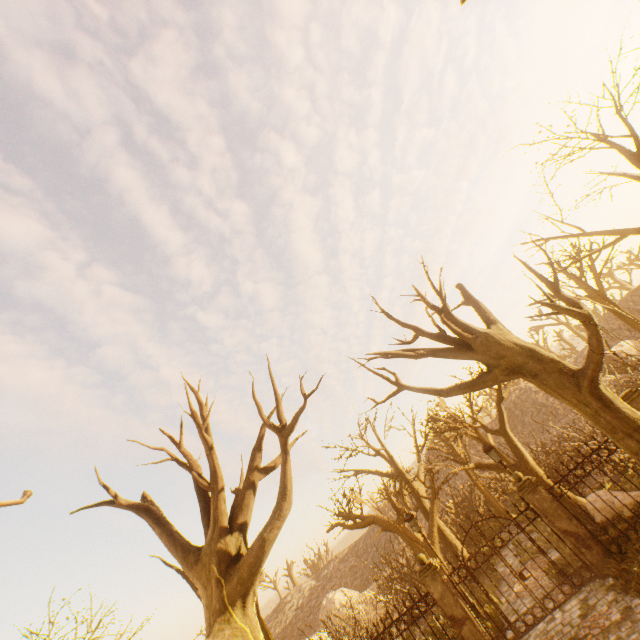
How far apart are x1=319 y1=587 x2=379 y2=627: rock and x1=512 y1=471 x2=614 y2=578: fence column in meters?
16.7

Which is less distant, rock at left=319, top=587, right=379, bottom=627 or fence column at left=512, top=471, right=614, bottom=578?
fence column at left=512, top=471, right=614, bottom=578

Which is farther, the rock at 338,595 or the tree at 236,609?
the rock at 338,595

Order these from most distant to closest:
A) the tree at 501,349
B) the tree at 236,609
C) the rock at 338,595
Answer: the rock at 338,595 → the tree at 501,349 → the tree at 236,609

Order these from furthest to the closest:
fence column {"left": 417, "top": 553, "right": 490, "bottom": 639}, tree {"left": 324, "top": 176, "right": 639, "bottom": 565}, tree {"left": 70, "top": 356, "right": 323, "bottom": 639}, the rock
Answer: the rock → fence column {"left": 417, "top": 553, "right": 490, "bottom": 639} → tree {"left": 324, "top": 176, "right": 639, "bottom": 565} → tree {"left": 70, "top": 356, "right": 323, "bottom": 639}

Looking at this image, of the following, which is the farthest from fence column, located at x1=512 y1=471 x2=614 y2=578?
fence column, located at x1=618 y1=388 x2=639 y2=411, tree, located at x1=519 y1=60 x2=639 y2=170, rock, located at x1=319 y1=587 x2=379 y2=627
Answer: tree, located at x1=519 y1=60 x2=639 y2=170

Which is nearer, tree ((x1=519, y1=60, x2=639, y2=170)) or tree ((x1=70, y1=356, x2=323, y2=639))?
tree ((x1=70, y1=356, x2=323, y2=639))

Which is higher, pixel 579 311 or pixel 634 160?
pixel 634 160
